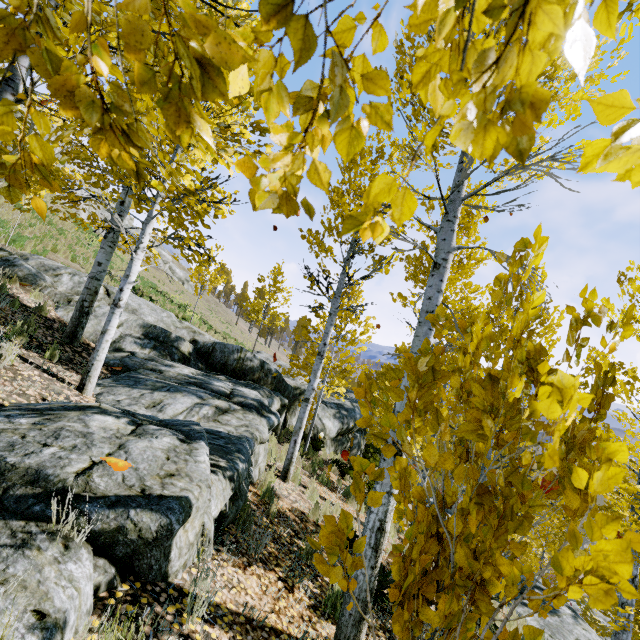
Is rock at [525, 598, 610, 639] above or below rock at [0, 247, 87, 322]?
below

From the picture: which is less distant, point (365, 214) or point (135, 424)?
point (365, 214)

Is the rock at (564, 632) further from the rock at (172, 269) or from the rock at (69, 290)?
the rock at (172, 269)

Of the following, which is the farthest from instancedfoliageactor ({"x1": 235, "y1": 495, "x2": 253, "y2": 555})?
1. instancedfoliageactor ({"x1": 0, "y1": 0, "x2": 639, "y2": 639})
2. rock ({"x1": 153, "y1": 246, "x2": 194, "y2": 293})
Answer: rock ({"x1": 153, "y1": 246, "x2": 194, "y2": 293})

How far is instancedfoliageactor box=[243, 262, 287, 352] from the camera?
20.3 meters

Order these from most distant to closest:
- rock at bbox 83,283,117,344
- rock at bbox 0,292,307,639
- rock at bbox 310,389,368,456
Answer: rock at bbox 310,389,368,456
rock at bbox 83,283,117,344
rock at bbox 0,292,307,639

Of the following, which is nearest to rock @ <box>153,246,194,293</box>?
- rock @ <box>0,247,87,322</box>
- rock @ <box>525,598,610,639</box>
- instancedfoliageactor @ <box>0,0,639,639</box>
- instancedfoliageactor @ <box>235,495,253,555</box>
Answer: instancedfoliageactor @ <box>0,0,639,639</box>

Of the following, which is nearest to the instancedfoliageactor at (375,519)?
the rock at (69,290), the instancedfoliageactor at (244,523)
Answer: the rock at (69,290)
